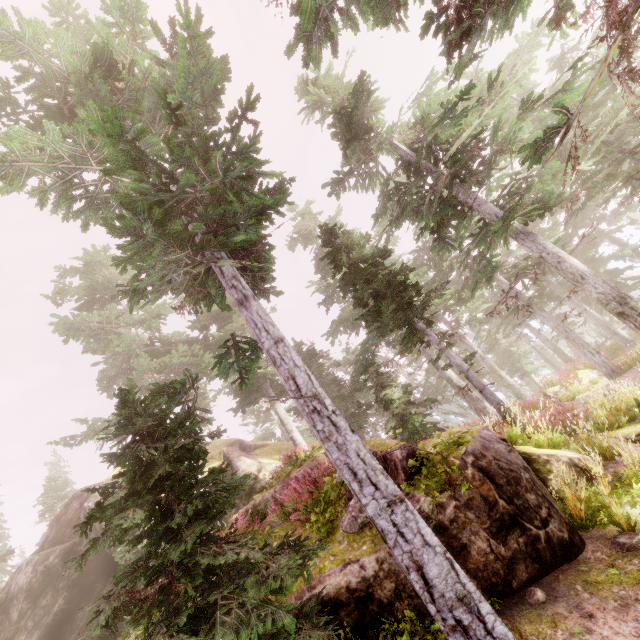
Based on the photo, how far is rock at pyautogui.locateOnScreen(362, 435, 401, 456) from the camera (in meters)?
7.43

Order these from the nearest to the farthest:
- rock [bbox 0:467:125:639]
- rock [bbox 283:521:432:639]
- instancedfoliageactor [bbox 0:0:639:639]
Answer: instancedfoliageactor [bbox 0:0:639:639], rock [bbox 283:521:432:639], rock [bbox 0:467:125:639]

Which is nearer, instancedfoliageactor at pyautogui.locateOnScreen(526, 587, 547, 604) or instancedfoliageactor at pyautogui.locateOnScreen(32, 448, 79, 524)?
instancedfoliageactor at pyautogui.locateOnScreen(526, 587, 547, 604)

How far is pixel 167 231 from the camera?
5.8 meters

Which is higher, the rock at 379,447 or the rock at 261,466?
the rock at 261,466

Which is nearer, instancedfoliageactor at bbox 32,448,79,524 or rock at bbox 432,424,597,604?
rock at bbox 432,424,597,604

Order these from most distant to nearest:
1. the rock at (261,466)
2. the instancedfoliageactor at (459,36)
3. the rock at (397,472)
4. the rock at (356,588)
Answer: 1. the rock at (261,466)
2. the rock at (397,472)
3. the rock at (356,588)
4. the instancedfoliageactor at (459,36)
